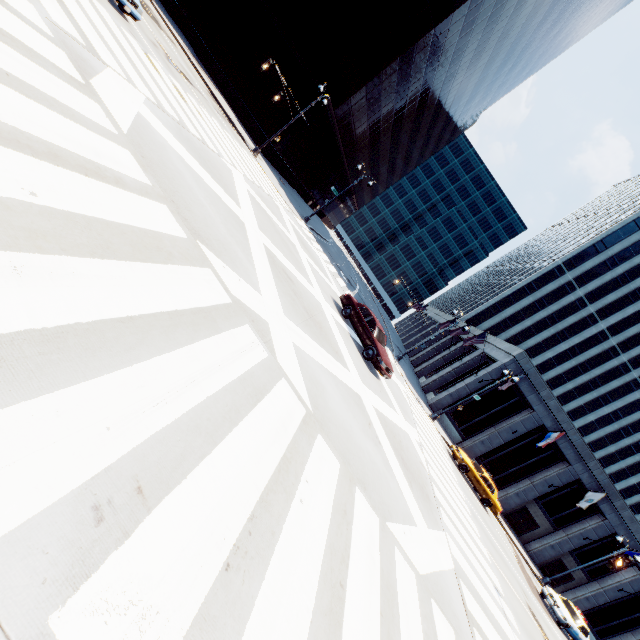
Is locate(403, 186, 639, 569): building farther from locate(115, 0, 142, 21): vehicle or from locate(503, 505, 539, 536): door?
locate(115, 0, 142, 21): vehicle

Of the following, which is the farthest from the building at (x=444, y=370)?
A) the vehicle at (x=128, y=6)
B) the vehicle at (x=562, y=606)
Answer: the vehicle at (x=128, y=6)

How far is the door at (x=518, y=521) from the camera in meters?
31.5

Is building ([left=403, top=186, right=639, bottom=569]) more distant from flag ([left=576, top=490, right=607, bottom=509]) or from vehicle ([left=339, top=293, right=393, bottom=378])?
vehicle ([left=339, top=293, right=393, bottom=378])

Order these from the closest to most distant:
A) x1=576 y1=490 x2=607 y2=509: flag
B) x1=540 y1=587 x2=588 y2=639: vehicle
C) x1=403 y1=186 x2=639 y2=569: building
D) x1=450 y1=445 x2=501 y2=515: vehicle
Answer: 1. x1=540 y1=587 x2=588 y2=639: vehicle
2. x1=450 y1=445 x2=501 y2=515: vehicle
3. x1=576 y1=490 x2=607 y2=509: flag
4. x1=403 y1=186 x2=639 y2=569: building

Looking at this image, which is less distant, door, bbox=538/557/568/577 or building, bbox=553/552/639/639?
building, bbox=553/552/639/639

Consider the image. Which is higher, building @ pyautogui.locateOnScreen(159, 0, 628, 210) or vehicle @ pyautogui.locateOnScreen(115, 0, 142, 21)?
building @ pyautogui.locateOnScreen(159, 0, 628, 210)

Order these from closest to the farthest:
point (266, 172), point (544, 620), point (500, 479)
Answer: point (544, 620)
point (266, 172)
point (500, 479)
